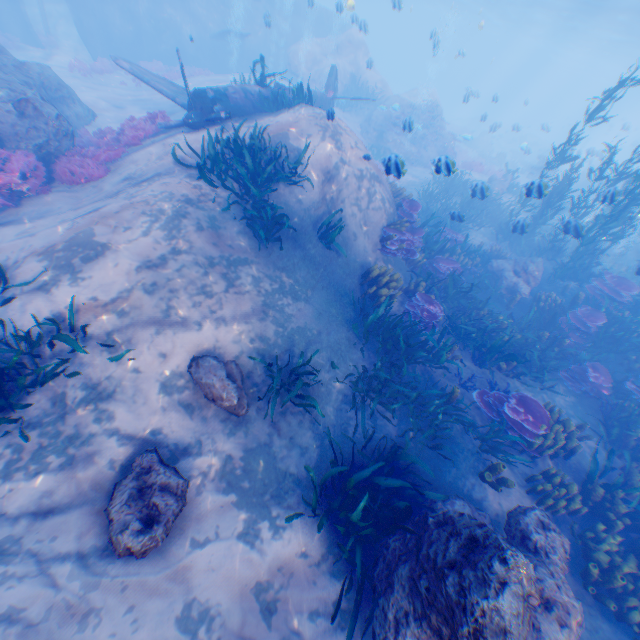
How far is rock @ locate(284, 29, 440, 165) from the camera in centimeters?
2230cm

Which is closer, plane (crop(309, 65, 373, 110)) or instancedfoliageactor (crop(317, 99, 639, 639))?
instancedfoliageactor (crop(317, 99, 639, 639))

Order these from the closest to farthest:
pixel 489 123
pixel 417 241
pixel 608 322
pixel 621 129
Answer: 1. pixel 608 322
2. pixel 417 241
3. pixel 621 129
4. pixel 489 123

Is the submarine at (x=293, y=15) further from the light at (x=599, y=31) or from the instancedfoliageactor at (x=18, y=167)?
the instancedfoliageactor at (x=18, y=167)

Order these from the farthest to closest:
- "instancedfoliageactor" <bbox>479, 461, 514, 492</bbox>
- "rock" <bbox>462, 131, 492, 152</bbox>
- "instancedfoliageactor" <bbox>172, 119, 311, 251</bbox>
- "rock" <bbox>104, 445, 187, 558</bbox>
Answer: "rock" <bbox>462, 131, 492, 152</bbox> → "instancedfoliageactor" <bbox>172, 119, 311, 251</bbox> → "instancedfoliageactor" <bbox>479, 461, 514, 492</bbox> → "rock" <bbox>104, 445, 187, 558</bbox>

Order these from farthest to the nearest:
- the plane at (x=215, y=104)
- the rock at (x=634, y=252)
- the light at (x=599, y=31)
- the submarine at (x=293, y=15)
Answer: the light at (x=599, y=31) < the rock at (x=634, y=252) < the submarine at (x=293, y=15) < the plane at (x=215, y=104)

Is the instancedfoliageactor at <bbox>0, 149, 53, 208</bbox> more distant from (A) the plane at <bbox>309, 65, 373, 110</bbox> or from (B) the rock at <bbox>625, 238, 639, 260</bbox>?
(A) the plane at <bbox>309, 65, 373, 110</bbox>

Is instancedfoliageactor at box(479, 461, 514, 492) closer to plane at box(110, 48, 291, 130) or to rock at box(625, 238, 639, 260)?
rock at box(625, 238, 639, 260)
